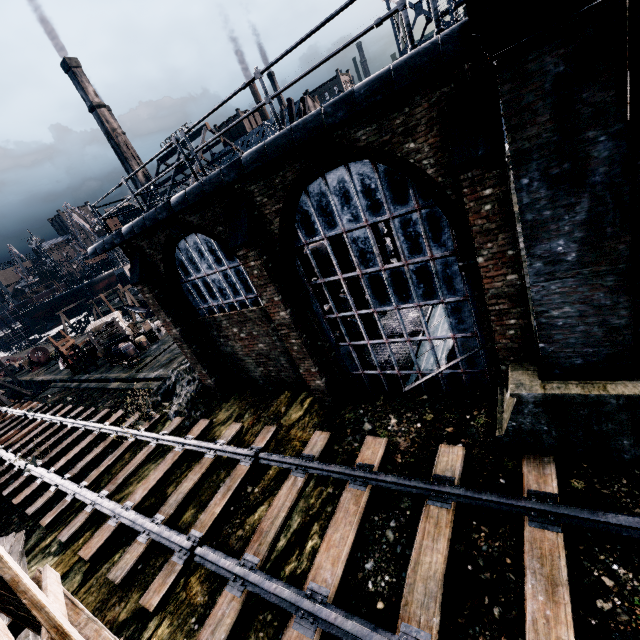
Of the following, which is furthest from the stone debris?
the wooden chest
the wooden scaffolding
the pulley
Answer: the pulley

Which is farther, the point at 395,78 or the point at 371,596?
the point at 371,596

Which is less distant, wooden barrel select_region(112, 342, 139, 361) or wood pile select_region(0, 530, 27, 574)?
wood pile select_region(0, 530, 27, 574)

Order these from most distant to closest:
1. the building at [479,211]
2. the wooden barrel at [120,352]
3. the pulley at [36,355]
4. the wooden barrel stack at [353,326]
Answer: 1. the pulley at [36,355]
2. the wooden barrel at [120,352]
3. the wooden barrel stack at [353,326]
4. the building at [479,211]

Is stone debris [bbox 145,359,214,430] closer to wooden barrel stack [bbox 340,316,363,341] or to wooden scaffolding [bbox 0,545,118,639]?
wooden barrel stack [bbox 340,316,363,341]

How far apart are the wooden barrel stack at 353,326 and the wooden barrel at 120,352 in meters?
21.0 m

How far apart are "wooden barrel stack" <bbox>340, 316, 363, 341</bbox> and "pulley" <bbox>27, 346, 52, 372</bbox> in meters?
46.0

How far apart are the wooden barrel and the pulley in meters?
24.1
